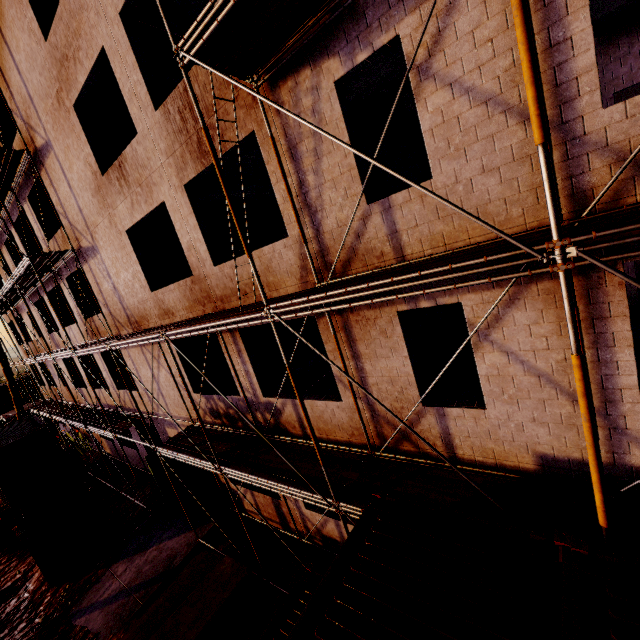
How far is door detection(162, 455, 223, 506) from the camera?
13.0 meters

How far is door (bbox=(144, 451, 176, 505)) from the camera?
14.1m

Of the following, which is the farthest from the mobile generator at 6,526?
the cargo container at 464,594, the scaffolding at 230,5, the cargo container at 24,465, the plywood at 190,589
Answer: the cargo container at 464,594

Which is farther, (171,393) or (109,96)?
(171,393)

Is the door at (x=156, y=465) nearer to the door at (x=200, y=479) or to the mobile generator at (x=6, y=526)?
the door at (x=200, y=479)

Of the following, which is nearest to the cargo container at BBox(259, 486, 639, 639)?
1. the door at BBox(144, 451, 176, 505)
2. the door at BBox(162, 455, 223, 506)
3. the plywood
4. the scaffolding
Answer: the scaffolding

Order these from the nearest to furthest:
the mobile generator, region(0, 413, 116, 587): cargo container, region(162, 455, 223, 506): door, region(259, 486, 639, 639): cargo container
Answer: region(259, 486, 639, 639): cargo container, region(0, 413, 116, 587): cargo container, region(162, 455, 223, 506): door, the mobile generator

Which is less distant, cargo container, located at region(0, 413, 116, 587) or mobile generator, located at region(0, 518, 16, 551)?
cargo container, located at region(0, 413, 116, 587)
